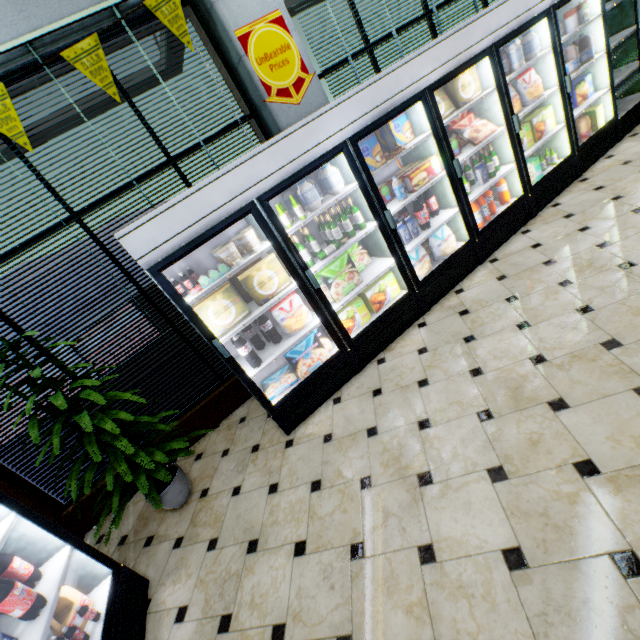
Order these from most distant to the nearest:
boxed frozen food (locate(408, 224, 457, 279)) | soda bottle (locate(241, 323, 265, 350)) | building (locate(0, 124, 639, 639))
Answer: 1. boxed frozen food (locate(408, 224, 457, 279))
2. soda bottle (locate(241, 323, 265, 350))
3. building (locate(0, 124, 639, 639))

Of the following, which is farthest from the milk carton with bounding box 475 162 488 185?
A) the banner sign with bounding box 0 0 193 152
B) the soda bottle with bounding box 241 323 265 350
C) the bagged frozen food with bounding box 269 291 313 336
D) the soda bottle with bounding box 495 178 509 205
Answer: the banner sign with bounding box 0 0 193 152

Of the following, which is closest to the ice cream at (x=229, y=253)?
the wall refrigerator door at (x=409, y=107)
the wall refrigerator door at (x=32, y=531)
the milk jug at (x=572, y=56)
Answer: the wall refrigerator door at (x=409, y=107)

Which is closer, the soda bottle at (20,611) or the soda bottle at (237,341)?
the soda bottle at (20,611)

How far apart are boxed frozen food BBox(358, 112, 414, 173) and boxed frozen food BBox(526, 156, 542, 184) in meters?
1.9

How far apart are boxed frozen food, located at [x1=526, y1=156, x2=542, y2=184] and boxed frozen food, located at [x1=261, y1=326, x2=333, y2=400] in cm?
335

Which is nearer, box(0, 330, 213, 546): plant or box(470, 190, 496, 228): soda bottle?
box(0, 330, 213, 546): plant

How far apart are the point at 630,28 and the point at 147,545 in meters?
8.7
